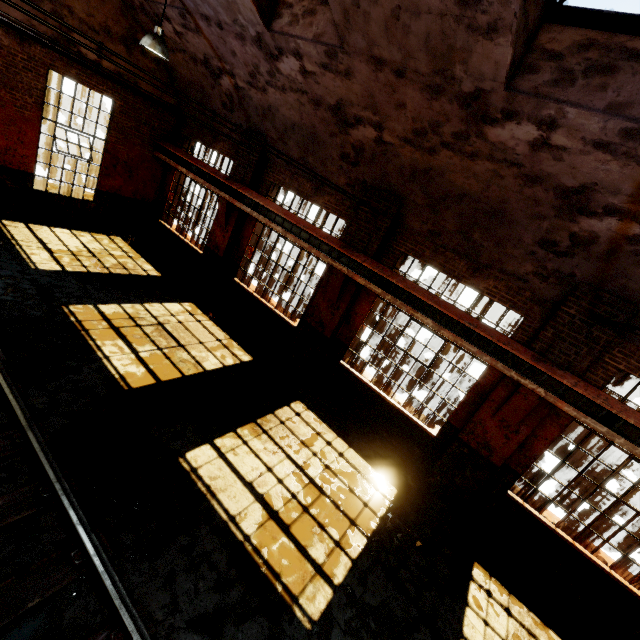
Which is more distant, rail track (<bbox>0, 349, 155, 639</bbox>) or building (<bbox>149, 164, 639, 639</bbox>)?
building (<bbox>149, 164, 639, 639</bbox>)

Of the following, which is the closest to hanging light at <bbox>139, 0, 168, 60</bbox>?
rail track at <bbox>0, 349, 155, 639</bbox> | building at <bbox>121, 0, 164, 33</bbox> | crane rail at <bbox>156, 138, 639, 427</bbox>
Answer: building at <bbox>121, 0, 164, 33</bbox>

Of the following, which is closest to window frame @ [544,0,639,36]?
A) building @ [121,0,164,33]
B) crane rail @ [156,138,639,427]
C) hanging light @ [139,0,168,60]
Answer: building @ [121,0,164,33]

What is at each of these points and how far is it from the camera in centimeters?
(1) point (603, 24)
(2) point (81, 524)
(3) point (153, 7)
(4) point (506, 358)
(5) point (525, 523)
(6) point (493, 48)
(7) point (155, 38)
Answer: (1) window frame, 390cm
(2) rail track, 395cm
(3) building, 863cm
(4) beam, 657cm
(5) building, 716cm
(6) building, 406cm
(7) hanging light, 646cm

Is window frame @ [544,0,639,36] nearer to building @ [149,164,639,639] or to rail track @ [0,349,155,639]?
building @ [149,164,639,639]

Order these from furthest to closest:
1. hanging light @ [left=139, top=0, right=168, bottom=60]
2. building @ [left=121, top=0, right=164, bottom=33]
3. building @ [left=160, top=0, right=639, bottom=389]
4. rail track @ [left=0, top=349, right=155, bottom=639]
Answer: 1. building @ [left=121, top=0, right=164, bottom=33]
2. hanging light @ [left=139, top=0, right=168, bottom=60]
3. building @ [left=160, top=0, right=639, bottom=389]
4. rail track @ [left=0, top=349, right=155, bottom=639]

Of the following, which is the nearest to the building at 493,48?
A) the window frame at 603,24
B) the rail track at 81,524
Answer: the window frame at 603,24

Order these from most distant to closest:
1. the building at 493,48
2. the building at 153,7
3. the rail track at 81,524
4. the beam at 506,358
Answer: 1. the building at 153,7
2. the beam at 506,358
3. the building at 493,48
4. the rail track at 81,524
